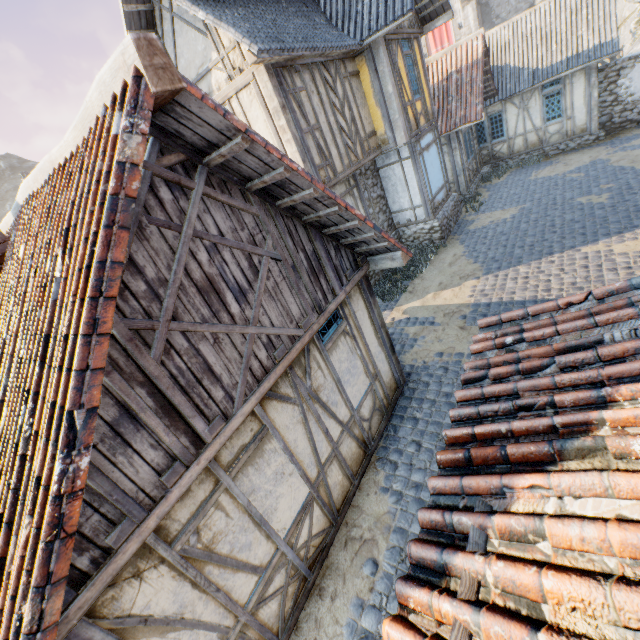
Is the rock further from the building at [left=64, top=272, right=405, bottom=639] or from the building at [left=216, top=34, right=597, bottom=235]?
the building at [left=216, top=34, right=597, bottom=235]

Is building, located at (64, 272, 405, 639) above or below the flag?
below

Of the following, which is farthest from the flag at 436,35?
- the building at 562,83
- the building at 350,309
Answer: the building at 350,309

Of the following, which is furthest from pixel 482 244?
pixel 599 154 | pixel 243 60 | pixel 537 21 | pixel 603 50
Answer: pixel 537 21

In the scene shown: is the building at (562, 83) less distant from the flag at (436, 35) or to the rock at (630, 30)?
the flag at (436, 35)

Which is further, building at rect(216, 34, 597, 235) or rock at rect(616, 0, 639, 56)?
rock at rect(616, 0, 639, 56)

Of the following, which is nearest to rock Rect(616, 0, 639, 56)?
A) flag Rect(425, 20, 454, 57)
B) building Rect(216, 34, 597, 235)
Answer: flag Rect(425, 20, 454, 57)

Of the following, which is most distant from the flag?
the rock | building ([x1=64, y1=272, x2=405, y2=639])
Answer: building ([x1=64, y1=272, x2=405, y2=639])
